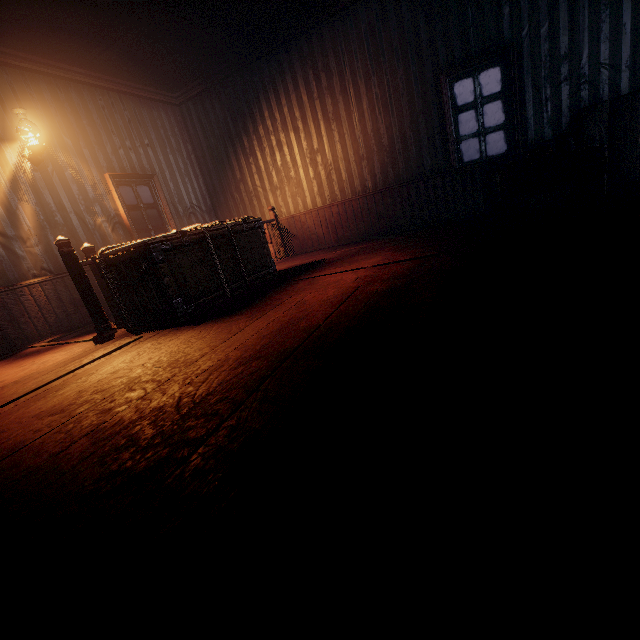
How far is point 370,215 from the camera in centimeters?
642cm

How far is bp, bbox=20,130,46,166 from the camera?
4.54m

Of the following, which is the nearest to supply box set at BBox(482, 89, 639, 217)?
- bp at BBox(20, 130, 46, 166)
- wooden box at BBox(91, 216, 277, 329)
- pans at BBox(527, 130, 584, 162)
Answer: pans at BBox(527, 130, 584, 162)

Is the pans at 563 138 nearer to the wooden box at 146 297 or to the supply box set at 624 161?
the supply box set at 624 161

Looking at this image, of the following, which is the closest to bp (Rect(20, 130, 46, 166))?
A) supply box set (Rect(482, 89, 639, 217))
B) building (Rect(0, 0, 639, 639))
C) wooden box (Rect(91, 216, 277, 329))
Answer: building (Rect(0, 0, 639, 639))

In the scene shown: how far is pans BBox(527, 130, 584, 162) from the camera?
3.78m

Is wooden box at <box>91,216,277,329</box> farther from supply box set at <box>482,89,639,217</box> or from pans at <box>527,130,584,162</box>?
pans at <box>527,130,584,162</box>

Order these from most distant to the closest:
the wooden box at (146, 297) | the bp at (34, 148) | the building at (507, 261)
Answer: the bp at (34, 148)
the wooden box at (146, 297)
the building at (507, 261)
